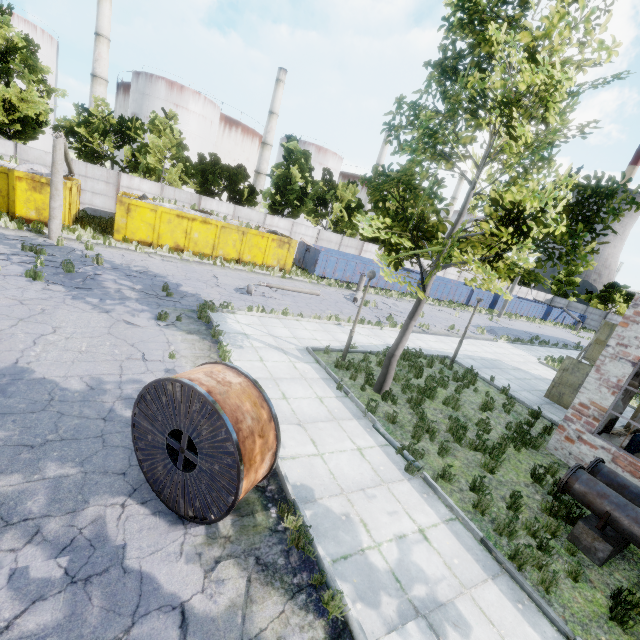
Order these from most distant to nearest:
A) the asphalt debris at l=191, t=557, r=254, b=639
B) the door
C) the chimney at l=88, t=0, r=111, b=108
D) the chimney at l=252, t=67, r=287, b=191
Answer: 1. the chimney at l=252, t=67, r=287, b=191
2. the chimney at l=88, t=0, r=111, b=108
3. the door
4. the asphalt debris at l=191, t=557, r=254, b=639

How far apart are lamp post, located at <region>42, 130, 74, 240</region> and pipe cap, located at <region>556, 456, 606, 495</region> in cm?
2127

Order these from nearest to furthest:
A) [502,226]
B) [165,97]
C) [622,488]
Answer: [622,488] → [502,226] → [165,97]

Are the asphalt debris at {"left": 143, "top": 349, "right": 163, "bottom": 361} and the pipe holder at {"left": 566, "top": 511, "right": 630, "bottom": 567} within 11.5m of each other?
yes

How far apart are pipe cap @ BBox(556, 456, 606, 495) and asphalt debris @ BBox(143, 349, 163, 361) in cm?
937

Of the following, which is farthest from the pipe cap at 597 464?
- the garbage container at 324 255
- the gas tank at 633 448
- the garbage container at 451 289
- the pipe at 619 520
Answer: the garbage container at 451 289

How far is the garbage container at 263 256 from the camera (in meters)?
19.20

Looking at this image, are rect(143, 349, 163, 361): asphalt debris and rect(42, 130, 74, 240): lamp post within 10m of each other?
no
